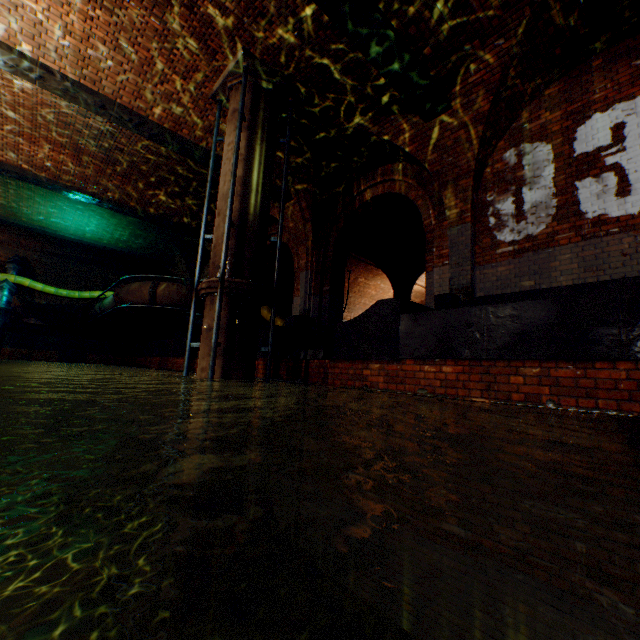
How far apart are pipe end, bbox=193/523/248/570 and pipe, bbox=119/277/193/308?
7.2m

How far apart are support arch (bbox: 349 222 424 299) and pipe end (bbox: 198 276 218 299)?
7.6m

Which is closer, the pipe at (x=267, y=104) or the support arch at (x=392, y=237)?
the pipe at (x=267, y=104)

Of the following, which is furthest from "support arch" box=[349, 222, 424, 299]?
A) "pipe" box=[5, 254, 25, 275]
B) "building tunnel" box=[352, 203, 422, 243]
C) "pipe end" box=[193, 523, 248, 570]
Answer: "pipe" box=[5, 254, 25, 275]

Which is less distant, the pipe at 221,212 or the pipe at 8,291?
the pipe at 221,212

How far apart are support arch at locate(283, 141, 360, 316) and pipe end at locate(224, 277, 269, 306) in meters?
3.4 m

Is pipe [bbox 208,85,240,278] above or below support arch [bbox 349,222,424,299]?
below

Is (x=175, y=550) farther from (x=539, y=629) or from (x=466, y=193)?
(x=466, y=193)
